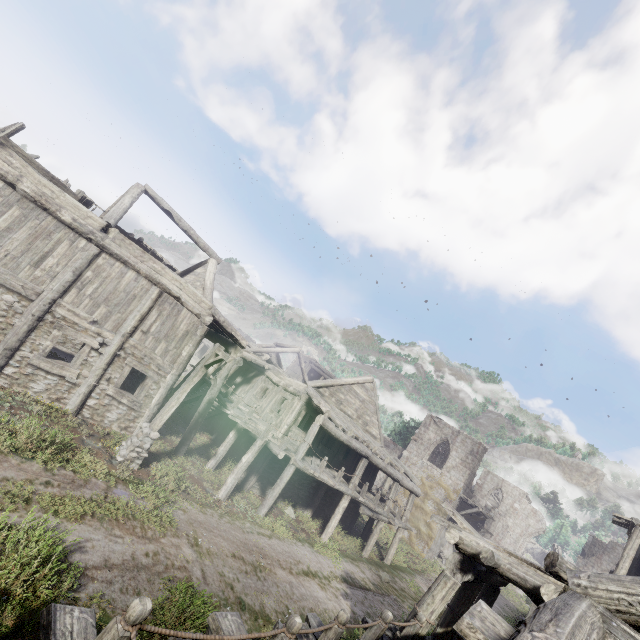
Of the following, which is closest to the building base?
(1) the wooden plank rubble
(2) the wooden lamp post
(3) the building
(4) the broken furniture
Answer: (3) the building

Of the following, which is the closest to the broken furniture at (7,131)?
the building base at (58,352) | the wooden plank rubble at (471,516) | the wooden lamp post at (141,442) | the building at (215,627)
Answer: the building at (215,627)

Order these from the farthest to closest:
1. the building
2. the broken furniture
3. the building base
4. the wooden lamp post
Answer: the building base, the wooden lamp post, the broken furniture, the building

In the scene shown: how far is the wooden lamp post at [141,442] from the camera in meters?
10.5 m

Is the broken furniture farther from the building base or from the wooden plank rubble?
the wooden plank rubble

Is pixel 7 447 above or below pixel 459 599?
below

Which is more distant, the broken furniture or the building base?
the building base

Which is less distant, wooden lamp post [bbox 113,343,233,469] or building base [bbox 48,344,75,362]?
wooden lamp post [bbox 113,343,233,469]
